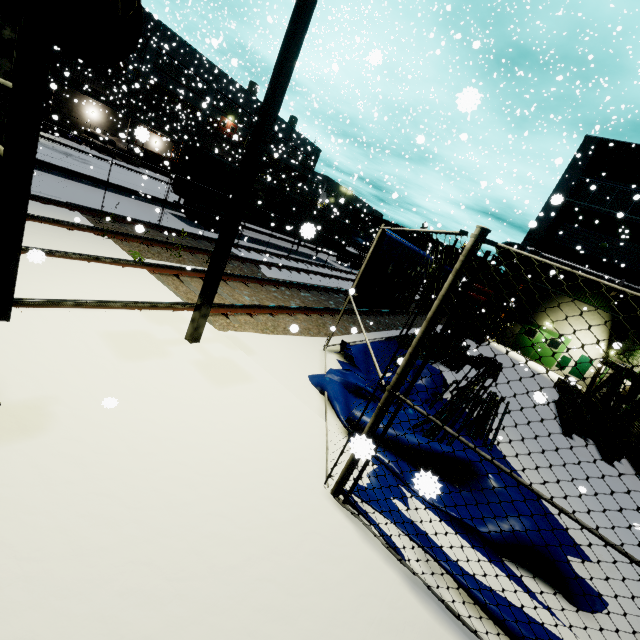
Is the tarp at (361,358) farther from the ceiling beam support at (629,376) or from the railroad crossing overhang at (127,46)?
the ceiling beam support at (629,376)

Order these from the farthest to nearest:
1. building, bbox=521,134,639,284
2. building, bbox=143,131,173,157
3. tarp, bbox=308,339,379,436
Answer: building, bbox=521,134,639,284, building, bbox=143,131,173,157, tarp, bbox=308,339,379,436

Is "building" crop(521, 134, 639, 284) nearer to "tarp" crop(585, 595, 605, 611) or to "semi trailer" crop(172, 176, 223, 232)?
"semi trailer" crop(172, 176, 223, 232)

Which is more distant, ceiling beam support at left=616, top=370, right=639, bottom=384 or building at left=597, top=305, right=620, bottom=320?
building at left=597, top=305, right=620, bottom=320

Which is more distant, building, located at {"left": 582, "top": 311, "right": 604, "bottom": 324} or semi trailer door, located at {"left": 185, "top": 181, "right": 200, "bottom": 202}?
building, located at {"left": 582, "top": 311, "right": 604, "bottom": 324}

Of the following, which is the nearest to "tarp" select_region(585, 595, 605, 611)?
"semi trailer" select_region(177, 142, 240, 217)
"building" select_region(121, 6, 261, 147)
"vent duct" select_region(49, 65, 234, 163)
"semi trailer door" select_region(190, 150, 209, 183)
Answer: "building" select_region(121, 6, 261, 147)

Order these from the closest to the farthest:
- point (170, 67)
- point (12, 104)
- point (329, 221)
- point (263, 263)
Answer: point (12, 104), point (263, 263), point (329, 221), point (170, 67)

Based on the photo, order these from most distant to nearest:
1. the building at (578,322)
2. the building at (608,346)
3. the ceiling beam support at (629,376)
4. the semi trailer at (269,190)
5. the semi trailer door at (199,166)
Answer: the building at (578,322) → the semi trailer at (269,190) → the semi trailer door at (199,166) → the ceiling beam support at (629,376) → the building at (608,346)
